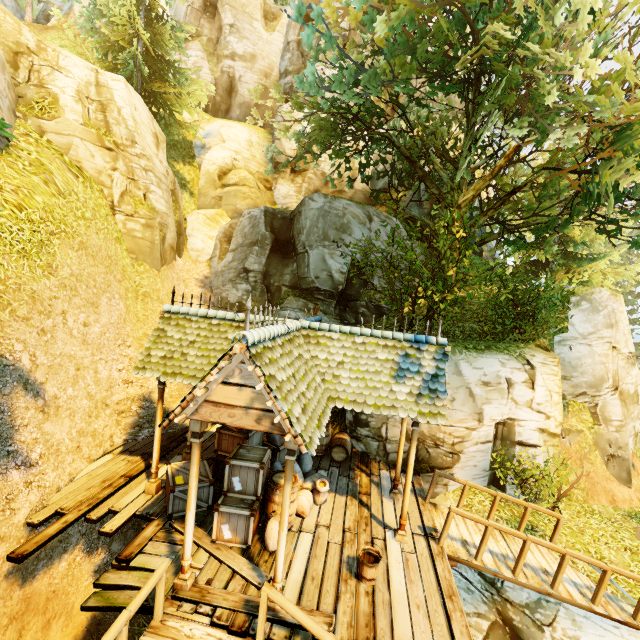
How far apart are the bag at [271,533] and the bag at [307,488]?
0.7m

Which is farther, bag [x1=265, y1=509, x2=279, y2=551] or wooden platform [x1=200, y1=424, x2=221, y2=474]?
wooden platform [x1=200, y1=424, x2=221, y2=474]

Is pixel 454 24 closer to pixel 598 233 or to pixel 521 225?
pixel 521 225

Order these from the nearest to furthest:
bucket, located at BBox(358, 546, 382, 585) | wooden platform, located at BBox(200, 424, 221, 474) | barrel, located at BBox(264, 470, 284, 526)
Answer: bucket, located at BBox(358, 546, 382, 585) < barrel, located at BBox(264, 470, 284, 526) < wooden platform, located at BBox(200, 424, 221, 474)

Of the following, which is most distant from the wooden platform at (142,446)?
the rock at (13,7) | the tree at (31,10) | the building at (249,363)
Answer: the rock at (13,7)

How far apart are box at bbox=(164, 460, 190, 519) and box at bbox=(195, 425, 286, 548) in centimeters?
50cm

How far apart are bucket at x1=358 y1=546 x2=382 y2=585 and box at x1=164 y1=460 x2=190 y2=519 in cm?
364

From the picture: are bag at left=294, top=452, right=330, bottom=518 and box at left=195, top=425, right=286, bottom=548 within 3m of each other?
yes
